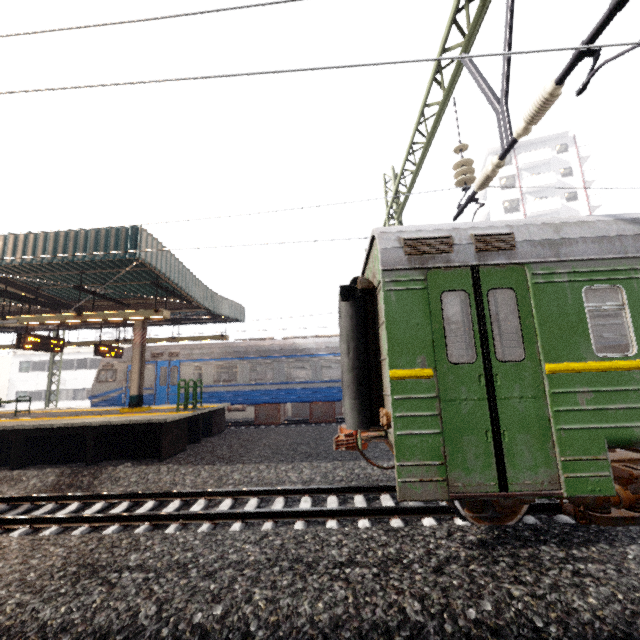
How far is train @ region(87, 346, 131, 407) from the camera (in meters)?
15.18

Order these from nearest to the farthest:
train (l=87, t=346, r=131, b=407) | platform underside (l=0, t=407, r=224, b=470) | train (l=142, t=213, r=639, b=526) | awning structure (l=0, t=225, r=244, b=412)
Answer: train (l=142, t=213, r=639, b=526) → awning structure (l=0, t=225, r=244, b=412) → platform underside (l=0, t=407, r=224, b=470) → train (l=87, t=346, r=131, b=407)

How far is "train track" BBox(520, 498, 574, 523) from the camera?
4.8 meters

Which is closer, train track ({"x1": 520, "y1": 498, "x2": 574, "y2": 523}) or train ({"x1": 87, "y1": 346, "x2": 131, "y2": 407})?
train track ({"x1": 520, "y1": 498, "x2": 574, "y2": 523})

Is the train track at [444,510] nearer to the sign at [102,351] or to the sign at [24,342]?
the sign at [24,342]

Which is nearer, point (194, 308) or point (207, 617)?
point (207, 617)

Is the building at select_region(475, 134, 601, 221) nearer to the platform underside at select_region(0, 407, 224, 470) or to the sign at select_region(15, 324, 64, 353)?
the platform underside at select_region(0, 407, 224, 470)

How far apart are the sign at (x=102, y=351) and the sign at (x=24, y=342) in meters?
1.6
